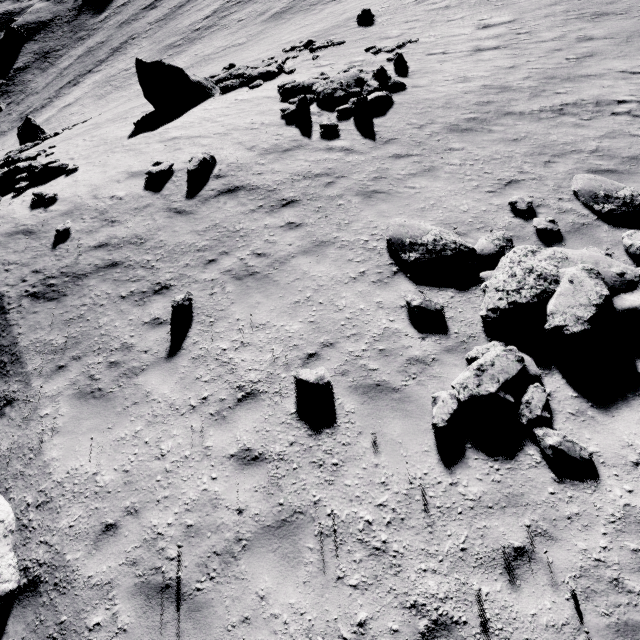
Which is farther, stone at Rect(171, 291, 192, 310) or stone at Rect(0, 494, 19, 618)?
stone at Rect(171, 291, 192, 310)

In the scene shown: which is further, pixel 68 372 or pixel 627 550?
pixel 68 372

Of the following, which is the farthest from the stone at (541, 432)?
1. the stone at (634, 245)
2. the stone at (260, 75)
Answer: the stone at (260, 75)

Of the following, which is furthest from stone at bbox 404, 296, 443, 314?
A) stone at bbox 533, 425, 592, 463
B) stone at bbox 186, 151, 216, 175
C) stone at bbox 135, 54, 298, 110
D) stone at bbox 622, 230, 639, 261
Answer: stone at bbox 135, 54, 298, 110

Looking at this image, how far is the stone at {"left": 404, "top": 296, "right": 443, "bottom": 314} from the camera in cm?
623

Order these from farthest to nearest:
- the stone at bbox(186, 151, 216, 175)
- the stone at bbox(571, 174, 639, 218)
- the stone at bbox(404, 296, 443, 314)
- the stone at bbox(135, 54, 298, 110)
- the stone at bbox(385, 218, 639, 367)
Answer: the stone at bbox(135, 54, 298, 110), the stone at bbox(186, 151, 216, 175), the stone at bbox(571, 174, 639, 218), the stone at bbox(404, 296, 443, 314), the stone at bbox(385, 218, 639, 367)

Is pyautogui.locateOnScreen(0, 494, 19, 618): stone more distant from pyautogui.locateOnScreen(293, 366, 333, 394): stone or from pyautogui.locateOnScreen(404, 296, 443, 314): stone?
pyautogui.locateOnScreen(404, 296, 443, 314): stone

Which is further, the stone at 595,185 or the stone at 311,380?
the stone at 595,185
